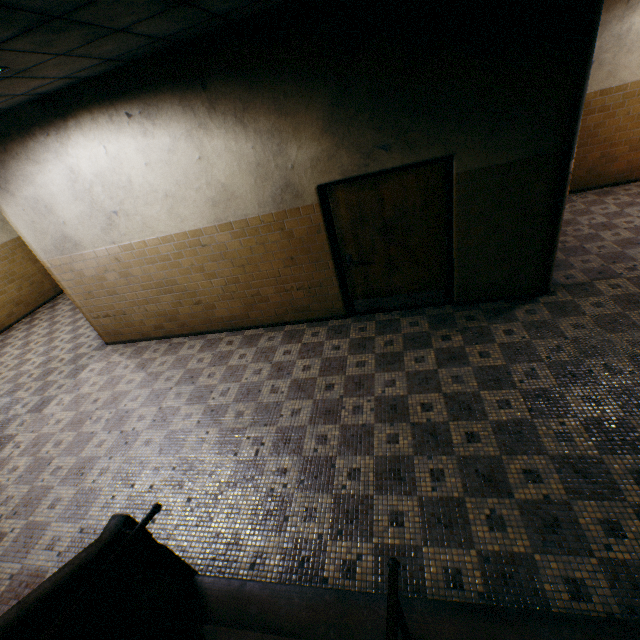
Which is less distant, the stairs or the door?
the stairs

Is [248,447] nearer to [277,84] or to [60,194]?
[277,84]

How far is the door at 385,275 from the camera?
4.18m

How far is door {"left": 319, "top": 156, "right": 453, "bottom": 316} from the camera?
4.2 meters

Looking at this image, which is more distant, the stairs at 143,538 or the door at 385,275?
the door at 385,275
